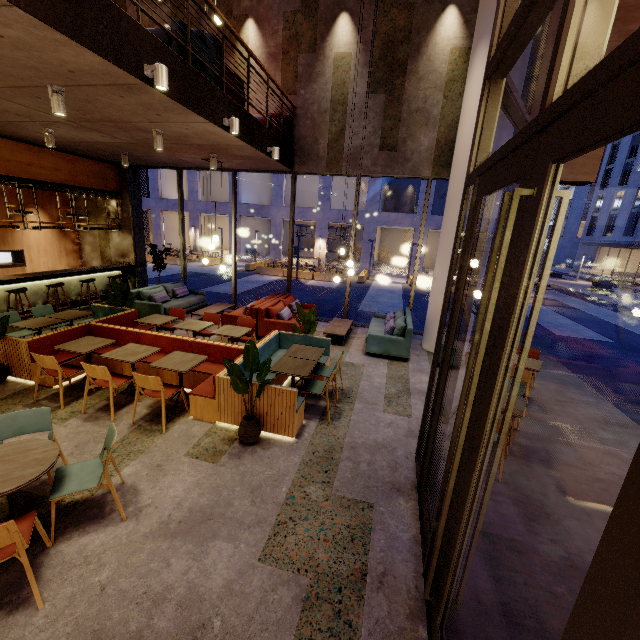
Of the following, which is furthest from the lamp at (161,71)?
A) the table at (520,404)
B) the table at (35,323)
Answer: the table at (520,404)

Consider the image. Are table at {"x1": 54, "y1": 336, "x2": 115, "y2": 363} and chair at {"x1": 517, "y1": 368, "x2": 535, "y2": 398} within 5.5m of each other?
no

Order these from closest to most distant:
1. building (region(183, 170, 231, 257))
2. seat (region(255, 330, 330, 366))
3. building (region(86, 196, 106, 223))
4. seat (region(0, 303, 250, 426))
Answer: seat (region(0, 303, 250, 426))
seat (region(255, 330, 330, 366))
building (region(86, 196, 106, 223))
building (region(183, 170, 231, 257))

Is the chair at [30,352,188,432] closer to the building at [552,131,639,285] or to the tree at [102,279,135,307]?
the tree at [102,279,135,307]

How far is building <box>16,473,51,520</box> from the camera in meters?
3.3

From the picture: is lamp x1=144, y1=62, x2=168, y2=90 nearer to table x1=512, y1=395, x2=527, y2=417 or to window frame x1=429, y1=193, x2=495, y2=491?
window frame x1=429, y1=193, x2=495, y2=491

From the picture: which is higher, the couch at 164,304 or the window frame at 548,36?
the window frame at 548,36

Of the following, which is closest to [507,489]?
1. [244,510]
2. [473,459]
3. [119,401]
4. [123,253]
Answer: [473,459]
